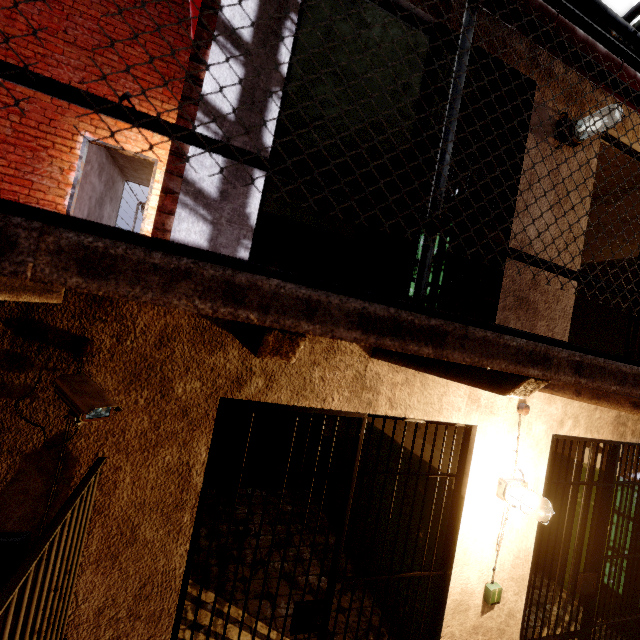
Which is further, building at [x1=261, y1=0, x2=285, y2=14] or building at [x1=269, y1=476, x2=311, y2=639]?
building at [x1=269, y1=476, x2=311, y2=639]

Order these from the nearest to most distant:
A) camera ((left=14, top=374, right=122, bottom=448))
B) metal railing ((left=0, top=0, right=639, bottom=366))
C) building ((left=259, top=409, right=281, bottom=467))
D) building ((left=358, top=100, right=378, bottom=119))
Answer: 1. metal railing ((left=0, top=0, right=639, bottom=366))
2. camera ((left=14, top=374, right=122, bottom=448))
3. building ((left=358, top=100, right=378, bottom=119))
4. building ((left=259, top=409, right=281, bottom=467))

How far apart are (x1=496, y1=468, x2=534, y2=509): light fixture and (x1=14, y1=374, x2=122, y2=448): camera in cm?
295

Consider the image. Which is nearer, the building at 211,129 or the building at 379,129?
the building at 211,129

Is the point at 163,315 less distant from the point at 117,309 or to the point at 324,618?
the point at 117,309

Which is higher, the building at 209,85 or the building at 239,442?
the building at 209,85

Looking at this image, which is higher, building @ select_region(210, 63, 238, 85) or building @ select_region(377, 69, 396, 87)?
building @ select_region(377, 69, 396, 87)
